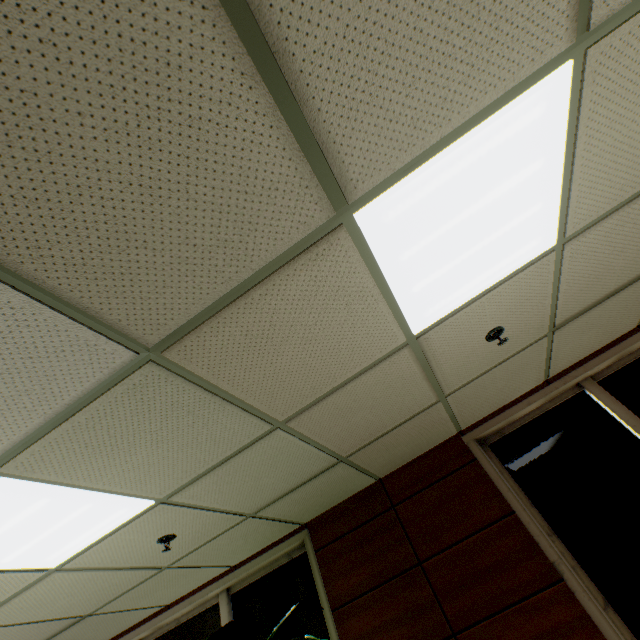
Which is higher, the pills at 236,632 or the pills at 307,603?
the pills at 307,603

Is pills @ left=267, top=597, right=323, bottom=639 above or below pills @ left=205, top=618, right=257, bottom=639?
above

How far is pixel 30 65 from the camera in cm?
73
